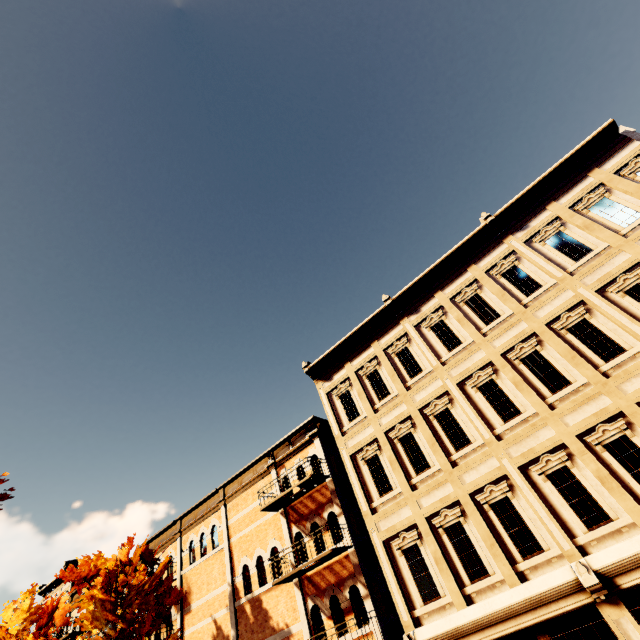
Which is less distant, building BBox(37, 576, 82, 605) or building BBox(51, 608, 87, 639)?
building BBox(51, 608, 87, 639)

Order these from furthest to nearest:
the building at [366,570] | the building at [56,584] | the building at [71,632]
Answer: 1. the building at [56,584]
2. the building at [71,632]
3. the building at [366,570]

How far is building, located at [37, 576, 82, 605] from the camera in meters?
22.9 m

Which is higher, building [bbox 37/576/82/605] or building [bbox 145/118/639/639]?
building [bbox 37/576/82/605]

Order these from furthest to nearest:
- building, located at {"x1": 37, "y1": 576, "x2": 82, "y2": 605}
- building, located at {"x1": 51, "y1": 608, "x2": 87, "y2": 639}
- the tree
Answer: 1. building, located at {"x1": 37, "y1": 576, "x2": 82, "y2": 605}
2. building, located at {"x1": 51, "y1": 608, "x2": 87, "y2": 639}
3. the tree

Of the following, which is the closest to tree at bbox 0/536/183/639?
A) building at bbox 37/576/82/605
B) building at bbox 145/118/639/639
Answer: building at bbox 37/576/82/605

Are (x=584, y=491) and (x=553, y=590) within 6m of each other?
yes

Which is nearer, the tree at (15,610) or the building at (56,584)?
the tree at (15,610)
